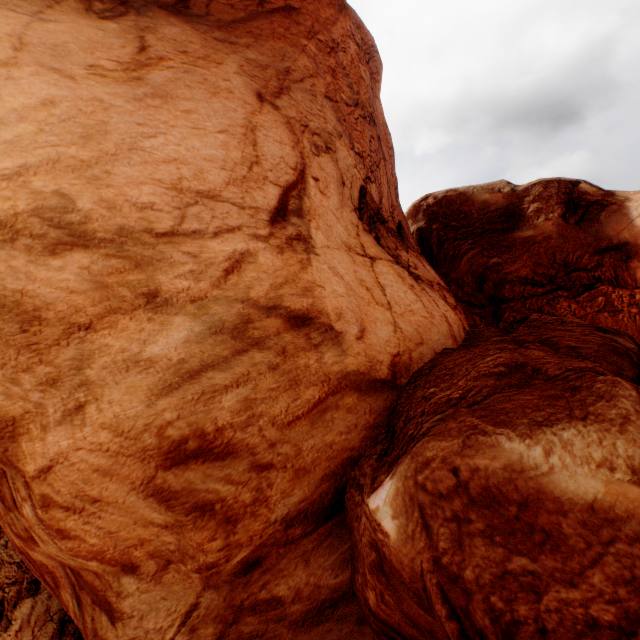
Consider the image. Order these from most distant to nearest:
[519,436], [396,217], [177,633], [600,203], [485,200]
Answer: [485,200], [600,203], [396,217], [177,633], [519,436]
